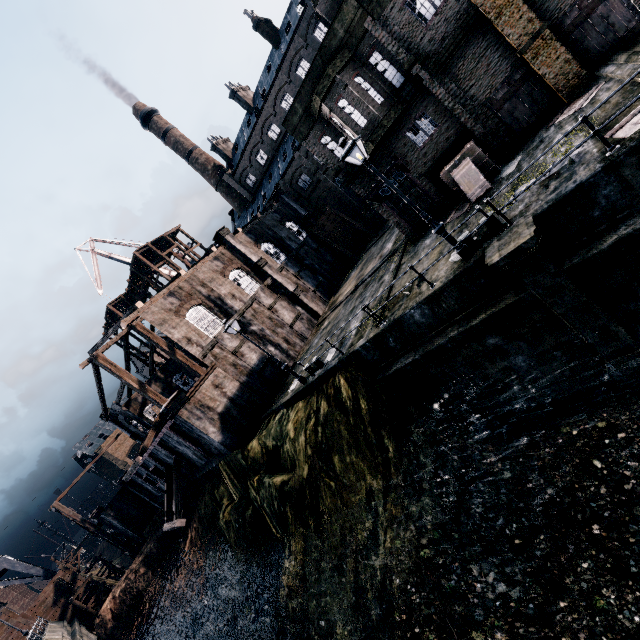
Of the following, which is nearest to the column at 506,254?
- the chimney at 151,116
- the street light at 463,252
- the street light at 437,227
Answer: the street light at 463,252

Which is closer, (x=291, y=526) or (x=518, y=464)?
(x=518, y=464)

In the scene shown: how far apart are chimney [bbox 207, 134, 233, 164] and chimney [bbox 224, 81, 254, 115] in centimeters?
755cm

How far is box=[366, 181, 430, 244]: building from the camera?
19.1m

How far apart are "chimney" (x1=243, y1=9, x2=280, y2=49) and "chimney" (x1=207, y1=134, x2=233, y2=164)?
16.8m

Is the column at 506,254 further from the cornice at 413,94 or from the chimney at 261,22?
the chimney at 261,22

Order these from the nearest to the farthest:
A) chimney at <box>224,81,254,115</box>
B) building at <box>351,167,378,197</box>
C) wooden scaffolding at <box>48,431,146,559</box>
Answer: building at <box>351,167,378,197</box>
wooden scaffolding at <box>48,431,146,559</box>
chimney at <box>224,81,254,115</box>

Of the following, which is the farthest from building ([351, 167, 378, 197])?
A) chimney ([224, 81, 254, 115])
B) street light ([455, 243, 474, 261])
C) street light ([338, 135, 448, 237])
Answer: street light ([455, 243, 474, 261])
